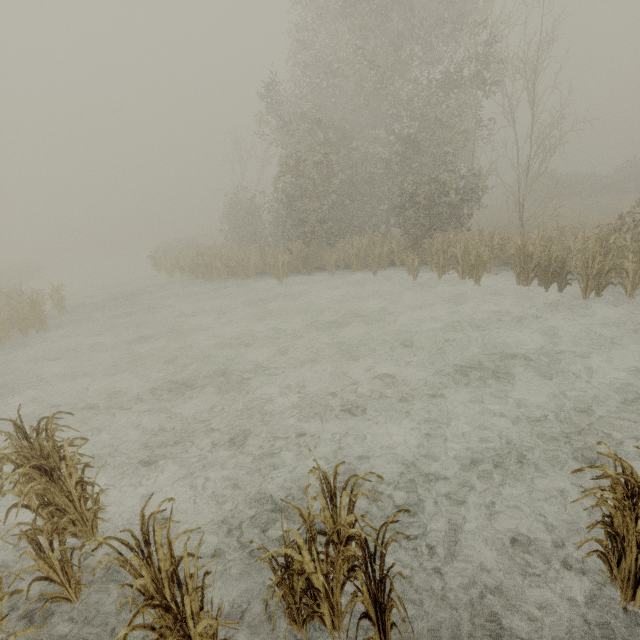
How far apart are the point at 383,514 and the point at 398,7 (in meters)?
22.89
